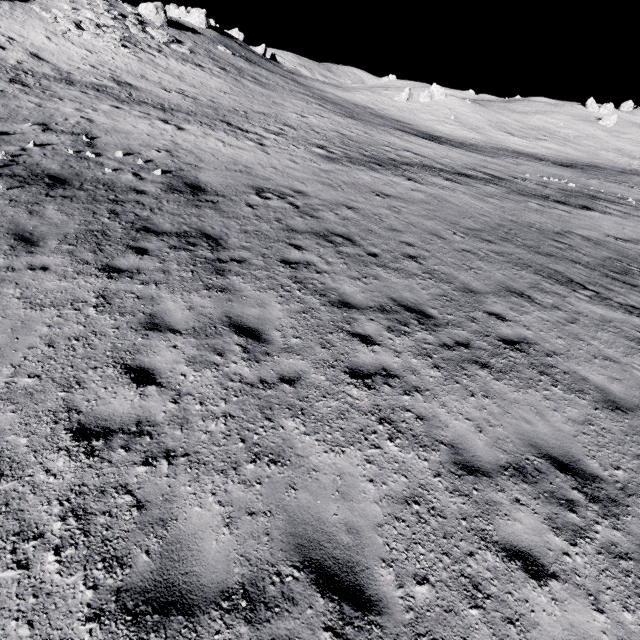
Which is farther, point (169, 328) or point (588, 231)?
point (588, 231)

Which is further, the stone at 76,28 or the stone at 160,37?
the stone at 160,37

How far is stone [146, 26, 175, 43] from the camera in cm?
3581

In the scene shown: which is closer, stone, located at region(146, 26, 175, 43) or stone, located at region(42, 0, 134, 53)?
stone, located at region(42, 0, 134, 53)

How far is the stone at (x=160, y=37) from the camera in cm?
3581
